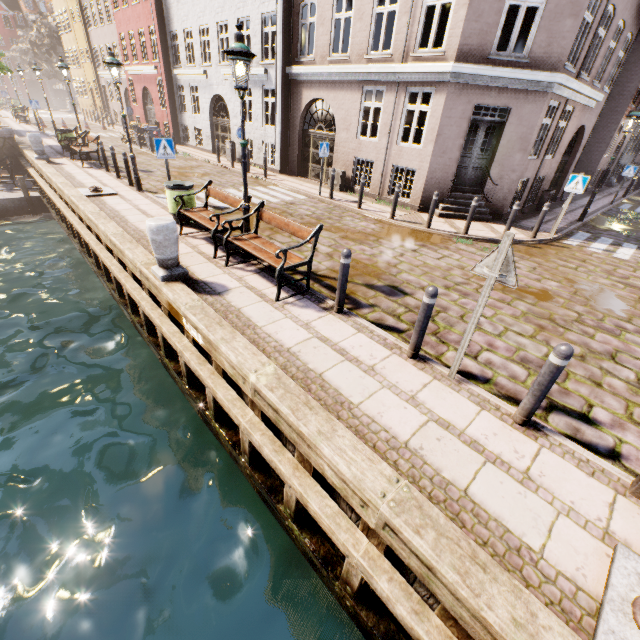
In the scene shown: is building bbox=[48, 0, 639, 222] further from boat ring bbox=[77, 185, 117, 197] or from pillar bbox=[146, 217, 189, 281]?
pillar bbox=[146, 217, 189, 281]

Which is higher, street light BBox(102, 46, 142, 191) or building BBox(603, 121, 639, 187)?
street light BBox(102, 46, 142, 191)

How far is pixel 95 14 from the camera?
27.9m

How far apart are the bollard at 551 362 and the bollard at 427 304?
1.4 meters

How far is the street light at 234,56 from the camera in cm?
513

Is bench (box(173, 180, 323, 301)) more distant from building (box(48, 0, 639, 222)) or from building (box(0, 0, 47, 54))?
building (box(0, 0, 47, 54))

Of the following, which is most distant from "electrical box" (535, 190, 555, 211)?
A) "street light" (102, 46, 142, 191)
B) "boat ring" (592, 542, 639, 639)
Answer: "street light" (102, 46, 142, 191)

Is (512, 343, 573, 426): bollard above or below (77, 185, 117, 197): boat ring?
above
